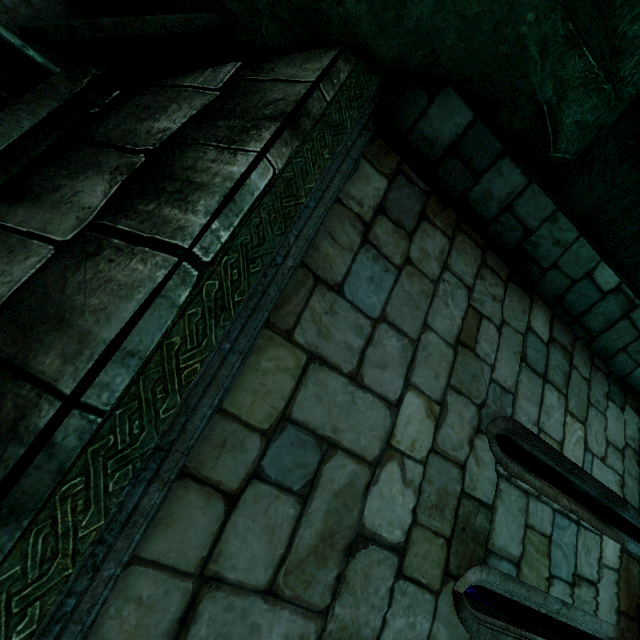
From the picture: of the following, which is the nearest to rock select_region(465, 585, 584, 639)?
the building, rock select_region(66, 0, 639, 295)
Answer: rock select_region(66, 0, 639, 295)

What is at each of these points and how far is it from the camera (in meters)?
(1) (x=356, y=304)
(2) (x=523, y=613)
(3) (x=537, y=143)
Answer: (1) building, 1.91
(2) rock, 9.50
(3) rock, 2.28

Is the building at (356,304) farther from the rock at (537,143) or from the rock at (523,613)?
the rock at (523,613)

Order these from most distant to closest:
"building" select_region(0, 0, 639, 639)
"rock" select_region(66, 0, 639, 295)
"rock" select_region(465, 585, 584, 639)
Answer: "rock" select_region(465, 585, 584, 639) < "rock" select_region(66, 0, 639, 295) < "building" select_region(0, 0, 639, 639)

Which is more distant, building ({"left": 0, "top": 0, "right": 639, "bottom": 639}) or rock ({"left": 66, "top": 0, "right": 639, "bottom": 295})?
rock ({"left": 66, "top": 0, "right": 639, "bottom": 295})
